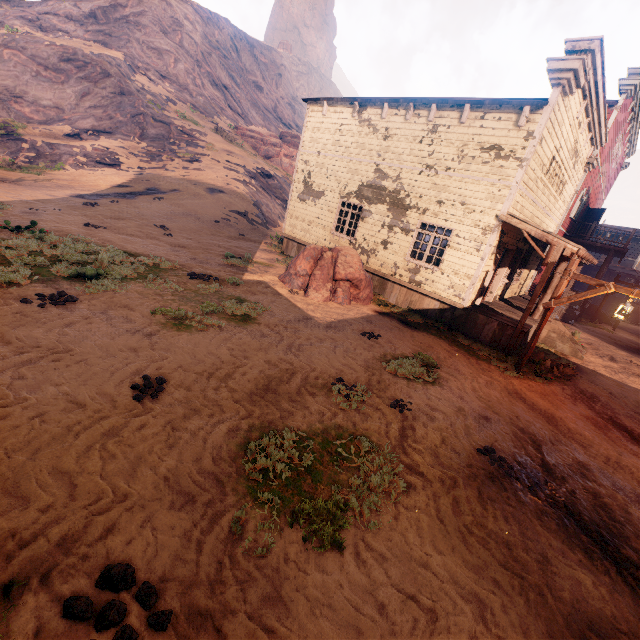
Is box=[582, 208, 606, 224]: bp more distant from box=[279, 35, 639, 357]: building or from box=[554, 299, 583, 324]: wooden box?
box=[554, 299, 583, 324]: wooden box

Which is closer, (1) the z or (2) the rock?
(1) the z

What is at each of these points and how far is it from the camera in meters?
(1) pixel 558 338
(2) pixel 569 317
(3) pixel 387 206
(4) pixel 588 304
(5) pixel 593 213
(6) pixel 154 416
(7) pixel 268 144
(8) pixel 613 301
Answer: (1) building, 12.6 m
(2) wooden box, 19.1 m
(3) building, 12.7 m
(4) building, 22.3 m
(5) bp, 22.1 m
(6) z, 4.3 m
(7) rock, 38.0 m
(8) carraige, 27.4 m

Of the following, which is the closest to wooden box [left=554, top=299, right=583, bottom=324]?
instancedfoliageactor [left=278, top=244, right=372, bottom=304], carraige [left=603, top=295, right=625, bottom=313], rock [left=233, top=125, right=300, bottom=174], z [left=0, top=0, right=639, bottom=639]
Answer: z [left=0, top=0, right=639, bottom=639]

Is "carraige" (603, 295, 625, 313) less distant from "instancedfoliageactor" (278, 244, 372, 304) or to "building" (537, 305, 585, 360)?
"building" (537, 305, 585, 360)

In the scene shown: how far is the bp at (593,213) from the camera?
21.5 meters

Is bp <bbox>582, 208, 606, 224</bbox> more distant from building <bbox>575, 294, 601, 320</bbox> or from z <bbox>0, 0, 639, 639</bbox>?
z <bbox>0, 0, 639, 639</bbox>

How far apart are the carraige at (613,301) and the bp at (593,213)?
8.16m
